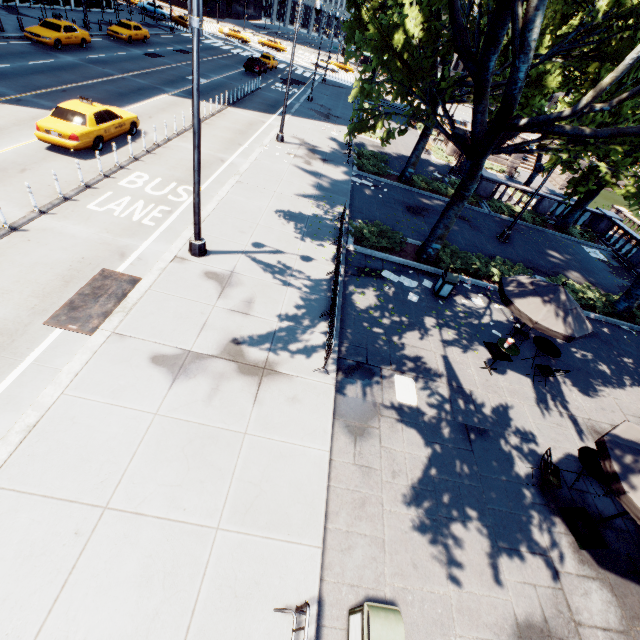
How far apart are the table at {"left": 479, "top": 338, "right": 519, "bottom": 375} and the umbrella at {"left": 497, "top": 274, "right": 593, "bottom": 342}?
1.2 meters

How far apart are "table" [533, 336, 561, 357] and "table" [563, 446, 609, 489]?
3.21m

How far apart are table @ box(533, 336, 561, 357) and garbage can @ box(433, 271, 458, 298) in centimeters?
317cm

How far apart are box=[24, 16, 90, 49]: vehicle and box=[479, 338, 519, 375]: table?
35.46m

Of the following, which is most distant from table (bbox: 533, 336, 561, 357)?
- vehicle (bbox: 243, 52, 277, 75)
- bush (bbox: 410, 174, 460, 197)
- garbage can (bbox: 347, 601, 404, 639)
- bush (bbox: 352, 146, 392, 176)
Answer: vehicle (bbox: 243, 52, 277, 75)

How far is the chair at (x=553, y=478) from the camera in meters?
7.4

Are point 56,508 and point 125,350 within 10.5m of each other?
yes

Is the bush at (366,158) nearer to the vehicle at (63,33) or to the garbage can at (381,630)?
the garbage can at (381,630)
